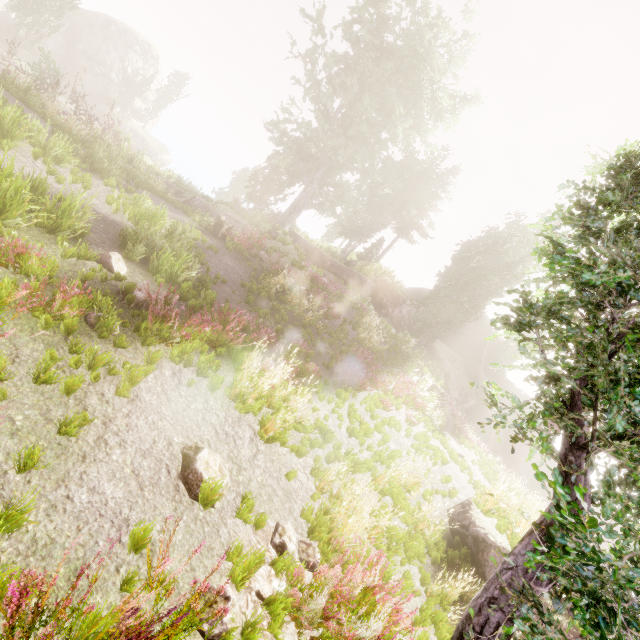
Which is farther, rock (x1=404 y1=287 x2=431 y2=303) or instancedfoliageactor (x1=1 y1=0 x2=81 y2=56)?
rock (x1=404 y1=287 x2=431 y2=303)

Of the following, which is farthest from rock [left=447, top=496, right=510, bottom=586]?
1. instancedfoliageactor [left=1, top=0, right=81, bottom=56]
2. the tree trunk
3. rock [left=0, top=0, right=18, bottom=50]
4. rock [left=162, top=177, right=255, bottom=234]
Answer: rock [left=0, top=0, right=18, bottom=50]

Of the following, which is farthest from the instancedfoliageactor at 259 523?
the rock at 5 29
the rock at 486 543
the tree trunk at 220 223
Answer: the rock at 486 543

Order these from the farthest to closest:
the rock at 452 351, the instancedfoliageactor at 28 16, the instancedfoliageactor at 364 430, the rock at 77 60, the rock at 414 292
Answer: the rock at 414 292
the rock at 77 60
the rock at 452 351
the instancedfoliageactor at 28 16
the instancedfoliageactor at 364 430

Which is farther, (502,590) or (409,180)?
(409,180)

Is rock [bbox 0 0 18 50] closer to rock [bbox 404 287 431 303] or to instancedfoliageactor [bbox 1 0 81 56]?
instancedfoliageactor [bbox 1 0 81 56]

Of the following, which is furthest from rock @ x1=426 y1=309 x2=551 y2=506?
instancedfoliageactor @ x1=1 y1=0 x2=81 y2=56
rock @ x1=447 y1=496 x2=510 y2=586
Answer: rock @ x1=447 y1=496 x2=510 y2=586
